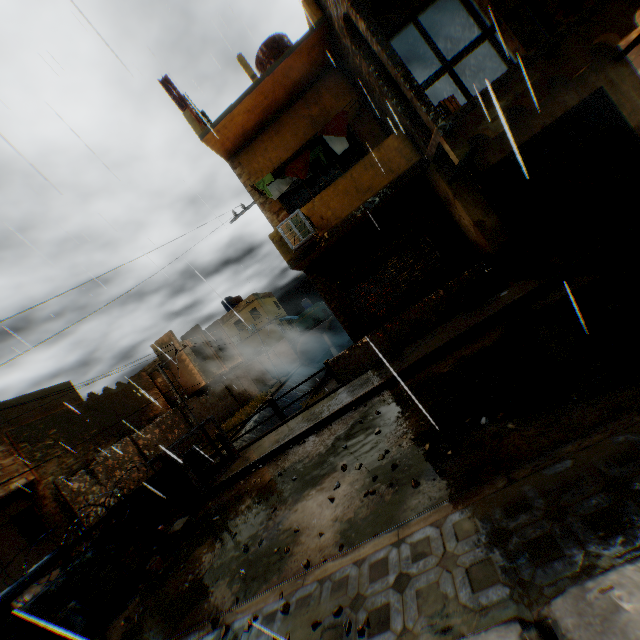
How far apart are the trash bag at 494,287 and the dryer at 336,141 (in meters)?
4.44

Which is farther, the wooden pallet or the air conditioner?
the air conditioner

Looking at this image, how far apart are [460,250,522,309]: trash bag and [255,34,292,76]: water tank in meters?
9.2 m

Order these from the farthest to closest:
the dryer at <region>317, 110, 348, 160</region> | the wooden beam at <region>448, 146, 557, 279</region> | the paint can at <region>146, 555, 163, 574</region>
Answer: the dryer at <region>317, 110, 348, 160</region>, the wooden beam at <region>448, 146, 557, 279</region>, the paint can at <region>146, 555, 163, 574</region>

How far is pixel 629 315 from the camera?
4.1m

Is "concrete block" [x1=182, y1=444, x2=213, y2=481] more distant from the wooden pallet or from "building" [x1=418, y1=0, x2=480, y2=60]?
"building" [x1=418, y1=0, x2=480, y2=60]

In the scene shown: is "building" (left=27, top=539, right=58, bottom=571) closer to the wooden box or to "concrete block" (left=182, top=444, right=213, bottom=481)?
the wooden box

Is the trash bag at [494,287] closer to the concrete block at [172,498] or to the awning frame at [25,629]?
the concrete block at [172,498]
